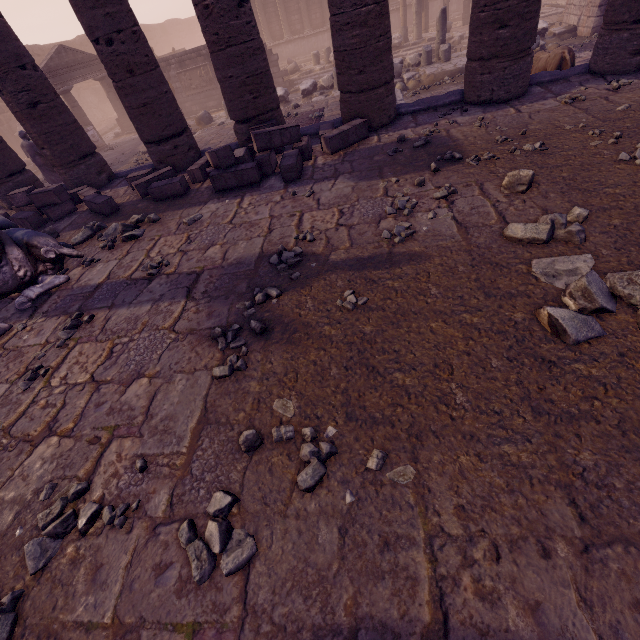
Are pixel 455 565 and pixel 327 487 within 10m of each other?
yes

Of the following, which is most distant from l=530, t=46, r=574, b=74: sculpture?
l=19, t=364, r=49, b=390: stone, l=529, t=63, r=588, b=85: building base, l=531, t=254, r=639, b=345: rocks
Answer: l=19, t=364, r=49, b=390: stone

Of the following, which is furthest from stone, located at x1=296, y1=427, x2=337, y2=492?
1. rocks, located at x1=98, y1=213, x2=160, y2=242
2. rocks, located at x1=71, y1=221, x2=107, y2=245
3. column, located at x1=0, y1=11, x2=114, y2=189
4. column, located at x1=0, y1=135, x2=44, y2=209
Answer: column, located at x1=0, y1=135, x2=44, y2=209

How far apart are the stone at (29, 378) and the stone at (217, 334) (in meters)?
1.86

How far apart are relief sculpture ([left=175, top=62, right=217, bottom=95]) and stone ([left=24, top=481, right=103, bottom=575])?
20.5m

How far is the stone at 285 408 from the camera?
2.33m

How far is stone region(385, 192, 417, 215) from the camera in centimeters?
387cm

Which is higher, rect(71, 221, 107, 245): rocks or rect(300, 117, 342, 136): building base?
rect(300, 117, 342, 136): building base
